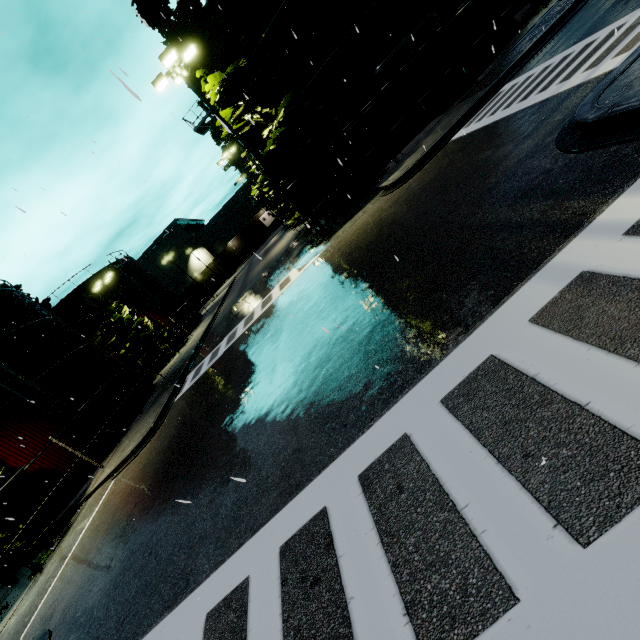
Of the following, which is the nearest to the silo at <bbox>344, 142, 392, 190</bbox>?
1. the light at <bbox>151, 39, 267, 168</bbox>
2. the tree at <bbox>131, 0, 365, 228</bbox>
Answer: the tree at <bbox>131, 0, 365, 228</bbox>

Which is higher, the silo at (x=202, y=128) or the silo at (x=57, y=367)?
the silo at (x=202, y=128)

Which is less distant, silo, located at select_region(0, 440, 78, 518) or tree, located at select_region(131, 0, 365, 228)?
tree, located at select_region(131, 0, 365, 228)

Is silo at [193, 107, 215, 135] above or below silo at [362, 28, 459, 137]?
above

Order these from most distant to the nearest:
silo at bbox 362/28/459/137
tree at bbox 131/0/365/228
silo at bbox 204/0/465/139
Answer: silo at bbox 362/28/459/137 < silo at bbox 204/0/465/139 < tree at bbox 131/0/365/228

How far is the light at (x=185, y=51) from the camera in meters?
12.9

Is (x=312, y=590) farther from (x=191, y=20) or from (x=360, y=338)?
(x=191, y=20)

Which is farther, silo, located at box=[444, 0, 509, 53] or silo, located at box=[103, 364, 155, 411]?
silo, located at box=[103, 364, 155, 411]
